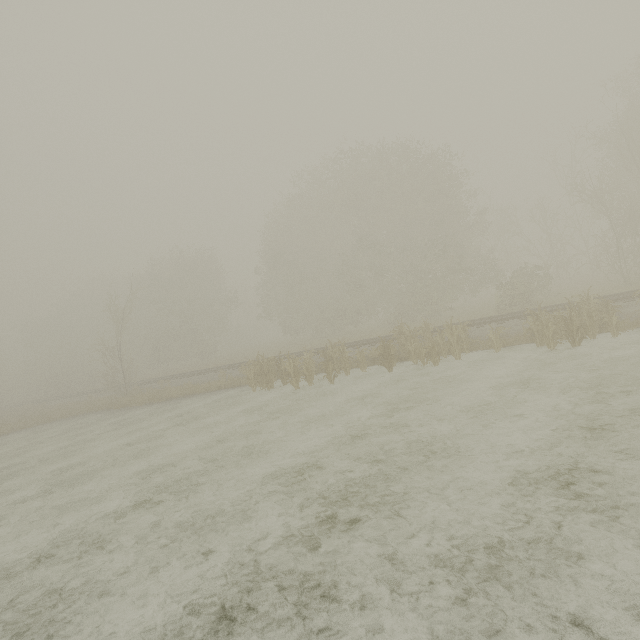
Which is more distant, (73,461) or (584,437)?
(73,461)
